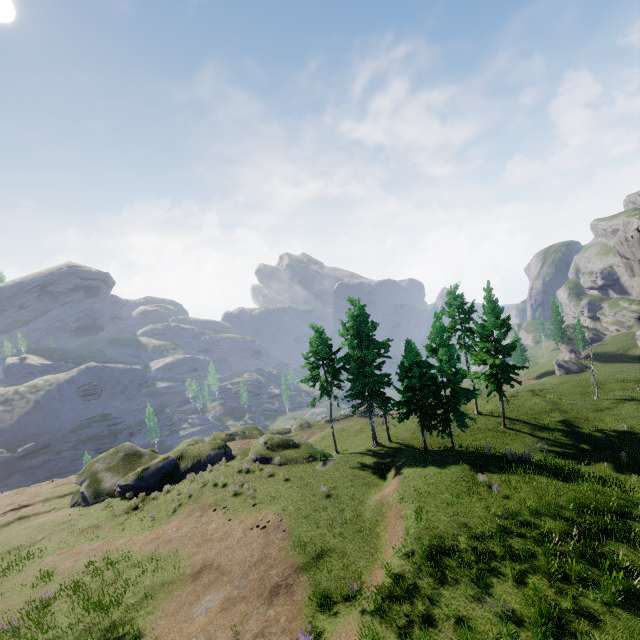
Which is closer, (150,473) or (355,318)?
(355,318)
